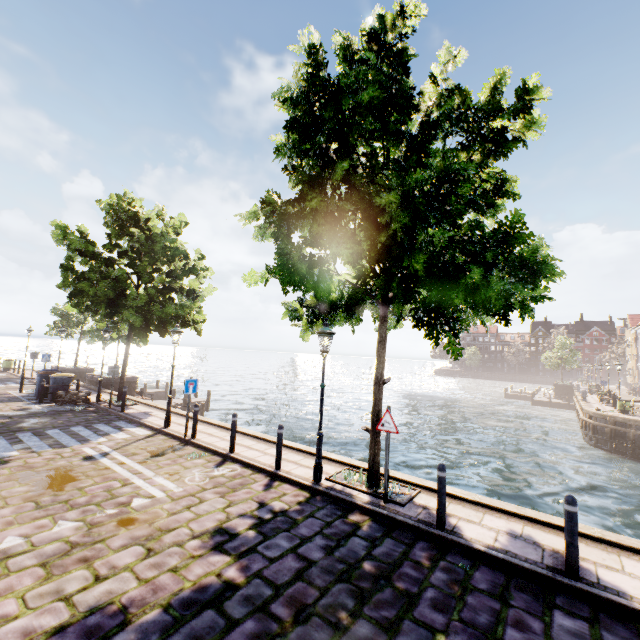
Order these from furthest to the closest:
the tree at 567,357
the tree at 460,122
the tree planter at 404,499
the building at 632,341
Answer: the building at 632,341 → the tree at 567,357 → the tree planter at 404,499 → the tree at 460,122

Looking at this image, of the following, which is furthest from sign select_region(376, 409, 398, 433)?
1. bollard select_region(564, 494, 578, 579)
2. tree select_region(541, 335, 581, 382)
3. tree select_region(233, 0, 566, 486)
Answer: tree select_region(541, 335, 581, 382)

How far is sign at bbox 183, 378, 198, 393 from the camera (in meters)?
10.55

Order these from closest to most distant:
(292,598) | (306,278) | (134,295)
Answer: (292,598), (306,278), (134,295)

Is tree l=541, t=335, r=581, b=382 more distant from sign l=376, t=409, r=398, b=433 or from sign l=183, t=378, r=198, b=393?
sign l=183, t=378, r=198, b=393

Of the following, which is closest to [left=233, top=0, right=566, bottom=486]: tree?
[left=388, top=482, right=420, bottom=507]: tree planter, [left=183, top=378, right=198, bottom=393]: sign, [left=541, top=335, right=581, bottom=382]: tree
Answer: [left=388, top=482, right=420, bottom=507]: tree planter

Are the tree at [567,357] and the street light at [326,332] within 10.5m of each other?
no

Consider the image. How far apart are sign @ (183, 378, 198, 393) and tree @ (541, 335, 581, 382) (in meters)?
54.47
